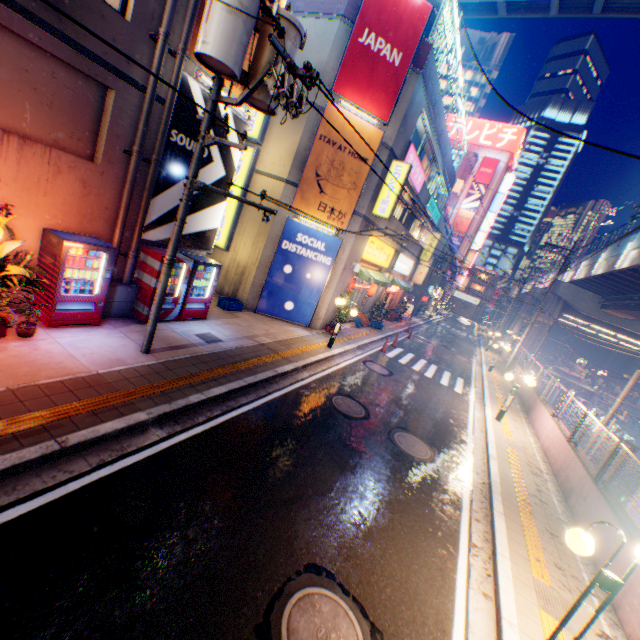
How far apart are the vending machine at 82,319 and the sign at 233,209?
6.47m

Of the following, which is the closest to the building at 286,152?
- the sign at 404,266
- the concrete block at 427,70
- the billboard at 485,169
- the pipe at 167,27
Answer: the concrete block at 427,70

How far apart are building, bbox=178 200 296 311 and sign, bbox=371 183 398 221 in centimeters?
303cm

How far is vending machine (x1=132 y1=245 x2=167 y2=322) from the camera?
9.0m

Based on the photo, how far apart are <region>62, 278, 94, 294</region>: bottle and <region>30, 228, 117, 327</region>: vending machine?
0.0 meters

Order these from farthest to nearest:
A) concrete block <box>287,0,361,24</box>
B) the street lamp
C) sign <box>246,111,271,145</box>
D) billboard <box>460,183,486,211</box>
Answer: billboard <box>460,183,486,211</box>, sign <box>246,111,271,145</box>, concrete block <box>287,0,361,24</box>, the street lamp

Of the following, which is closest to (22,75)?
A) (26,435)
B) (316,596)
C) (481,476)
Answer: (26,435)

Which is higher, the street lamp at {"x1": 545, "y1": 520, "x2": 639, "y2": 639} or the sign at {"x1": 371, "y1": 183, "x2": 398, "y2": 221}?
the sign at {"x1": 371, "y1": 183, "x2": 398, "y2": 221}
